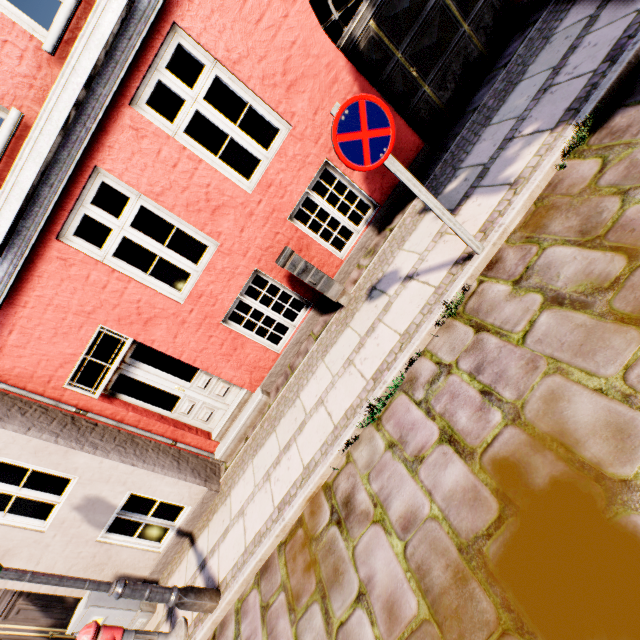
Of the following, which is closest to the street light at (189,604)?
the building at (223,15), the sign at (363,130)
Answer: the building at (223,15)

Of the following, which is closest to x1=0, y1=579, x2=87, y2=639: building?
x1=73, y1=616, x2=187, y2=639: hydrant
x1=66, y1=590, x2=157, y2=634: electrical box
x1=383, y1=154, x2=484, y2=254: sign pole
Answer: x1=66, y1=590, x2=157, y2=634: electrical box

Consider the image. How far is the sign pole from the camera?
2.7 meters

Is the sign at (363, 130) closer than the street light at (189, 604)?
Yes

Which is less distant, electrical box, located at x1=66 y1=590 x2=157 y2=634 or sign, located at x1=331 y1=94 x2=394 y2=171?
sign, located at x1=331 y1=94 x2=394 y2=171

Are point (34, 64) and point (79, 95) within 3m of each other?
yes

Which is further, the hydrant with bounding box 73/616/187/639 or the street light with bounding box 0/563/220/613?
the hydrant with bounding box 73/616/187/639

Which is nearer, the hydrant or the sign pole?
the sign pole
